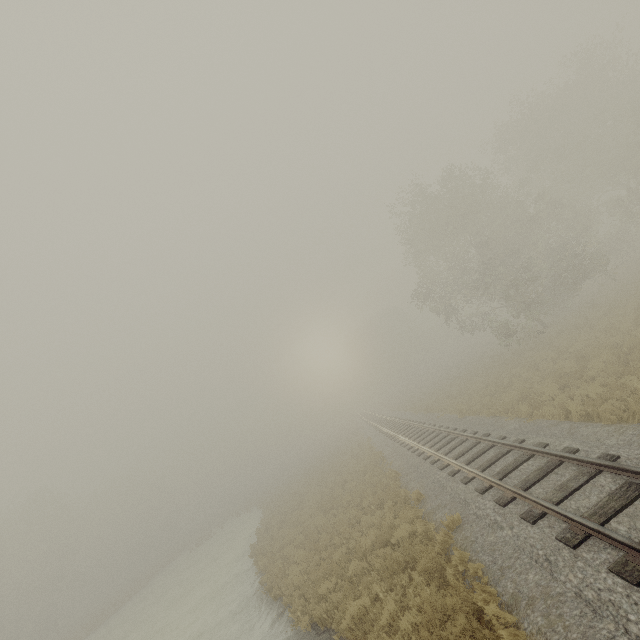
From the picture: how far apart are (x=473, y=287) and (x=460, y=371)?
14.5m
